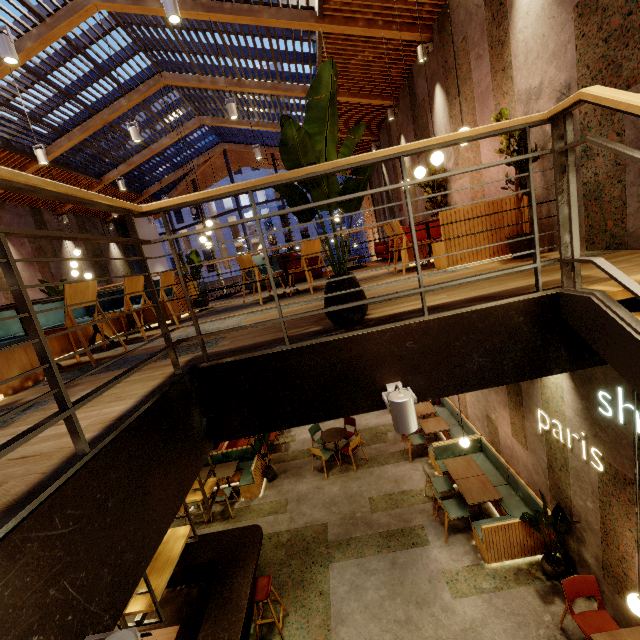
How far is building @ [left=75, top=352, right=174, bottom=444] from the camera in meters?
1.6

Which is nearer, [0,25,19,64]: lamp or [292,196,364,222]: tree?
[292,196,364,222]: tree

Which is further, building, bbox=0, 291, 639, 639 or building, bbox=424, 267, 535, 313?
building, bbox=424, 267, 535, 313

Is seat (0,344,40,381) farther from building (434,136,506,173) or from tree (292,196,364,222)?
tree (292,196,364,222)

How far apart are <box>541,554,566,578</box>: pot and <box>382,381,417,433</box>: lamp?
5.3m

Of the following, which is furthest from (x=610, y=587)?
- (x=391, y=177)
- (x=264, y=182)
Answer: (x=391, y=177)

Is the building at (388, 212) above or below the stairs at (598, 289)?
above

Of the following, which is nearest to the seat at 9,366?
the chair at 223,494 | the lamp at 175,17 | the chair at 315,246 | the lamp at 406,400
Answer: the chair at 315,246
